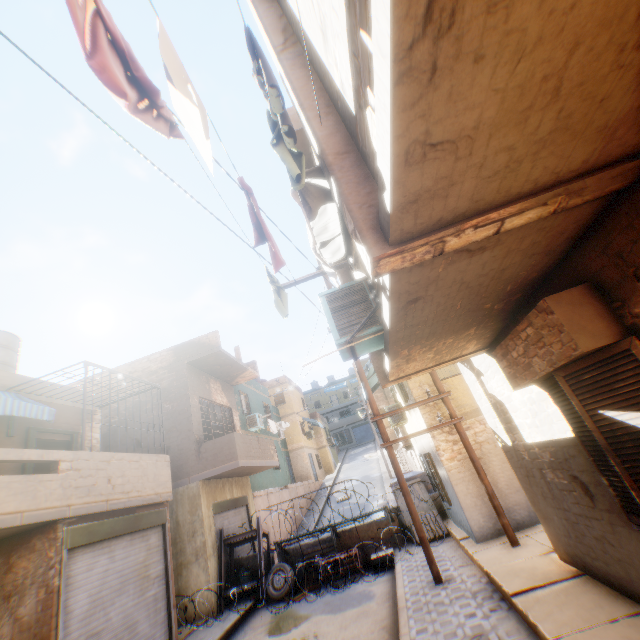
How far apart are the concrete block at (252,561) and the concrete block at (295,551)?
0.6m

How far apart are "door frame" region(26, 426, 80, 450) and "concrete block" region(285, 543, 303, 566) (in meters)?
7.47

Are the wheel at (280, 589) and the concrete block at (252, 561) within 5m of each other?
yes

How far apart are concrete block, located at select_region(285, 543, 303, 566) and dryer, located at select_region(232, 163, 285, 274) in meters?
12.2

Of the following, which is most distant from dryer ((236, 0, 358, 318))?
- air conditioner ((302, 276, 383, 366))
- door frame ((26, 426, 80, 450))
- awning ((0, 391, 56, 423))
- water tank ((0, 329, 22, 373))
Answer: water tank ((0, 329, 22, 373))

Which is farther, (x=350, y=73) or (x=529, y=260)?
(x=529, y=260)

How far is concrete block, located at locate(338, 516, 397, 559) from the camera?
11.1m

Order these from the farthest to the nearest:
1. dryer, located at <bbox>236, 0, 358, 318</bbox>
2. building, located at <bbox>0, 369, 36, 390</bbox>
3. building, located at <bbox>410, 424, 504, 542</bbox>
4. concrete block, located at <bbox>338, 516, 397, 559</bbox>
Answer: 1. concrete block, located at <bbox>338, 516, 397, 559</bbox>
2. building, located at <bbox>0, 369, 36, 390</bbox>
3. building, located at <bbox>410, 424, 504, 542</bbox>
4. dryer, located at <bbox>236, 0, 358, 318</bbox>
